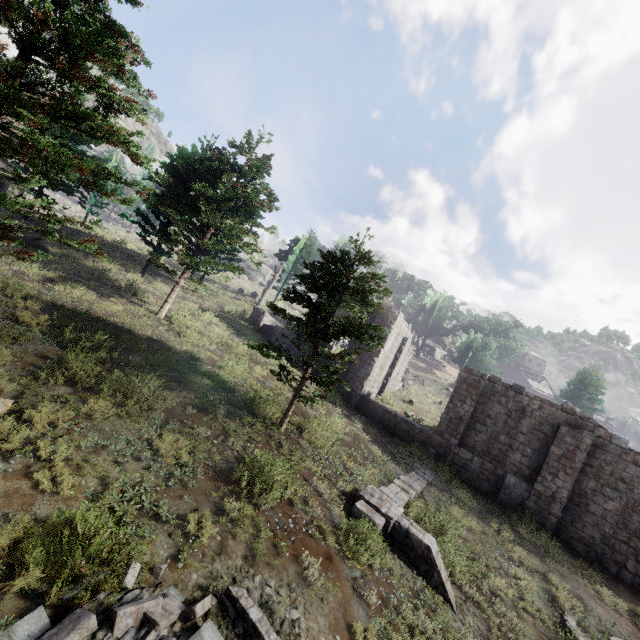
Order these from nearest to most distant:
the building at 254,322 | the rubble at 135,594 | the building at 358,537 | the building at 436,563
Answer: the rubble at 135,594
the building at 358,537
the building at 436,563
the building at 254,322

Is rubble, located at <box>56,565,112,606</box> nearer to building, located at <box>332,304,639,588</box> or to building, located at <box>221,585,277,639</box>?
building, located at <box>221,585,277,639</box>

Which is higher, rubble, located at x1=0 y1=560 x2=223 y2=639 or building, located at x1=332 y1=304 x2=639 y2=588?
building, located at x1=332 y1=304 x2=639 y2=588

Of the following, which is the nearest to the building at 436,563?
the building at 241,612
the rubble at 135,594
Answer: the rubble at 135,594

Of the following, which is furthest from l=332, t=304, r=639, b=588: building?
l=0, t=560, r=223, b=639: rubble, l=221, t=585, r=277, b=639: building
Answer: l=221, t=585, r=277, b=639: building

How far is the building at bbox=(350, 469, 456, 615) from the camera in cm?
871

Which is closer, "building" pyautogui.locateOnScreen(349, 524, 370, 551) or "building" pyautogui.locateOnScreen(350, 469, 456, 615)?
"building" pyautogui.locateOnScreen(349, 524, 370, 551)

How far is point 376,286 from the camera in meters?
12.7
